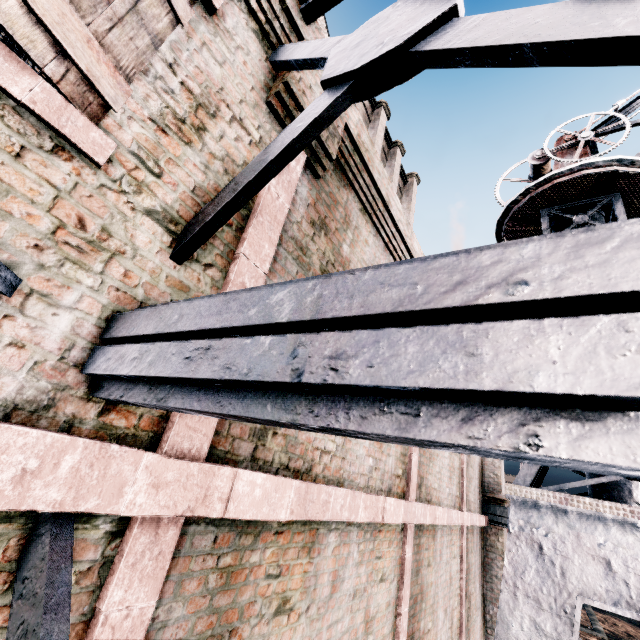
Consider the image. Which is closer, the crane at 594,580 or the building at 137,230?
the building at 137,230

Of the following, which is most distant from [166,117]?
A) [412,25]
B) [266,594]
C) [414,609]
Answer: [414,609]

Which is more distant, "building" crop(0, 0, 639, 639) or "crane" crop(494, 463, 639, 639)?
"crane" crop(494, 463, 639, 639)
